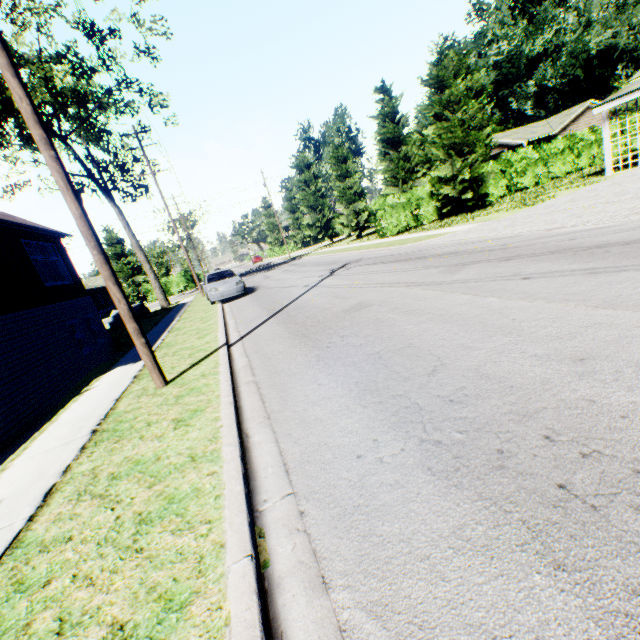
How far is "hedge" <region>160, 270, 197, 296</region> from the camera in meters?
42.4 m

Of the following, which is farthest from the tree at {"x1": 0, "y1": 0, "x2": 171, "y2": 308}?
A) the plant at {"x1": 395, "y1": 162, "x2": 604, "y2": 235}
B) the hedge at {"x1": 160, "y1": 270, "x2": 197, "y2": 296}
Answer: the plant at {"x1": 395, "y1": 162, "x2": 604, "y2": 235}

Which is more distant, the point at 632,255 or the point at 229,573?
the point at 632,255

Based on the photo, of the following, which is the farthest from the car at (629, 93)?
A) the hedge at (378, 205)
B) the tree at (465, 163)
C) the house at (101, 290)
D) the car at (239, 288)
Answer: the house at (101, 290)

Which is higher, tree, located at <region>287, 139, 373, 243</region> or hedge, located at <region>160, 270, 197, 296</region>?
tree, located at <region>287, 139, 373, 243</region>

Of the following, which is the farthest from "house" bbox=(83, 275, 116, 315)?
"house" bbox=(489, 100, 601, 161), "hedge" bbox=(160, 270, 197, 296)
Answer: "house" bbox=(489, 100, 601, 161)

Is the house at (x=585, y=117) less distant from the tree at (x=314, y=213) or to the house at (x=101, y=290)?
the tree at (x=314, y=213)

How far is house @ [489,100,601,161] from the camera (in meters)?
37.25
